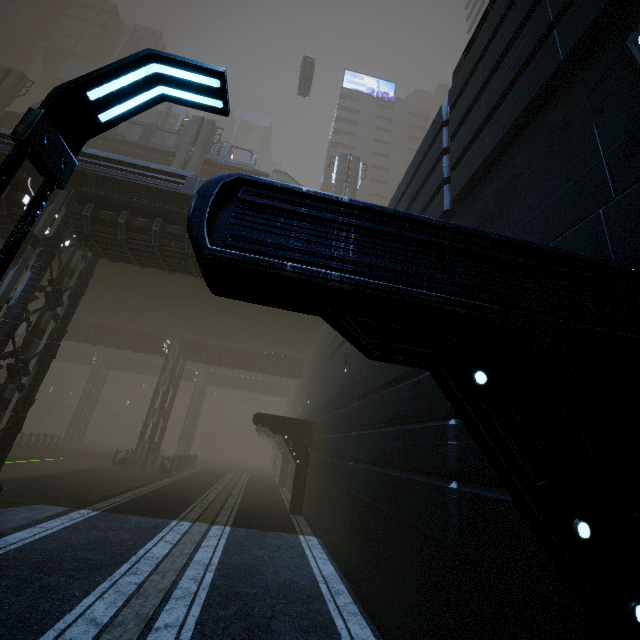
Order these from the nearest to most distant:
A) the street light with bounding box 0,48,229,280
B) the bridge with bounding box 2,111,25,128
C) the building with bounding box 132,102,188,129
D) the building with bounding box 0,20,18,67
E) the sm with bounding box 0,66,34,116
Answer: the street light with bounding box 0,48,229,280 < the sm with bounding box 0,66,34,116 < the bridge with bounding box 2,111,25,128 < the building with bounding box 132,102,188,129 < the building with bounding box 0,20,18,67

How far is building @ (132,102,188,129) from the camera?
45.9 meters

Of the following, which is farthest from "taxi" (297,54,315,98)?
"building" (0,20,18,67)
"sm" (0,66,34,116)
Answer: "sm" (0,66,34,116)

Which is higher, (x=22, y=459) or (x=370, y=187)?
(x=370, y=187)

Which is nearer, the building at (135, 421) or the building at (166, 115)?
the building at (166, 115)

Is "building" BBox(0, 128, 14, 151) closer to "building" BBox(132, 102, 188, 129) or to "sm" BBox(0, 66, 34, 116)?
"building" BBox(132, 102, 188, 129)

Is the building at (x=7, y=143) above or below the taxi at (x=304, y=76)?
below

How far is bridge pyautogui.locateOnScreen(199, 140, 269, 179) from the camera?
30.4 meters
